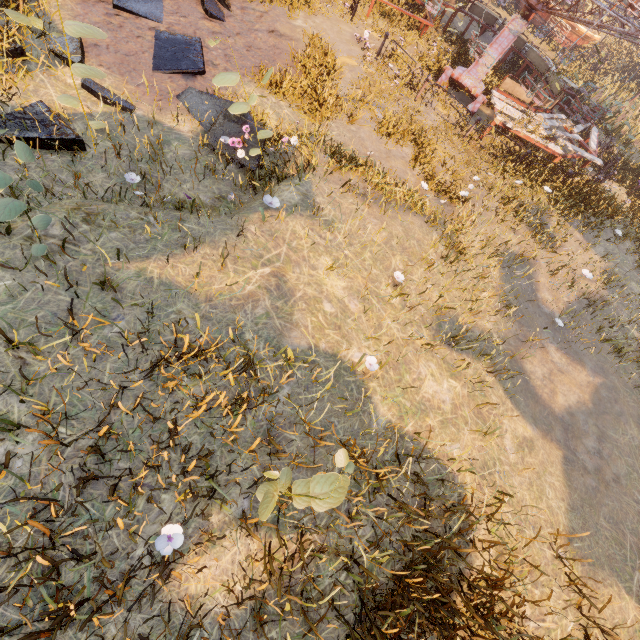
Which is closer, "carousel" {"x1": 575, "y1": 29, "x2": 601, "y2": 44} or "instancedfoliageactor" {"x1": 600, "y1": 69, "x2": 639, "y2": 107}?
"instancedfoliageactor" {"x1": 600, "y1": 69, "x2": 639, "y2": 107}

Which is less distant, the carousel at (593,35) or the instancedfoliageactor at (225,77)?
the instancedfoliageactor at (225,77)

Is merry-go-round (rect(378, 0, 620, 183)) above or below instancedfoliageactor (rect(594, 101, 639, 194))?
above

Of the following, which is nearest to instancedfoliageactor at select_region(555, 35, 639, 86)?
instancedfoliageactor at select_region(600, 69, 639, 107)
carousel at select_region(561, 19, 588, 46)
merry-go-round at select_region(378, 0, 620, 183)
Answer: carousel at select_region(561, 19, 588, 46)

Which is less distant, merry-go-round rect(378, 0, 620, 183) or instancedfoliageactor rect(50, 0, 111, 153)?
instancedfoliageactor rect(50, 0, 111, 153)

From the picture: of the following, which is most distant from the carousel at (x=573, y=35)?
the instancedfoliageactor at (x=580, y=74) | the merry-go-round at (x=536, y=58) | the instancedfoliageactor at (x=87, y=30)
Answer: the instancedfoliageactor at (x=87, y=30)

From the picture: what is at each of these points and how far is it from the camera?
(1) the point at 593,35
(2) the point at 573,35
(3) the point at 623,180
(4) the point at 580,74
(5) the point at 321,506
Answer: (1) carousel, 24.42m
(2) carousel, 24.56m
(3) instancedfoliageactor, 15.02m
(4) instancedfoliageactor, 22.52m
(5) instancedfoliageactor, 2.23m

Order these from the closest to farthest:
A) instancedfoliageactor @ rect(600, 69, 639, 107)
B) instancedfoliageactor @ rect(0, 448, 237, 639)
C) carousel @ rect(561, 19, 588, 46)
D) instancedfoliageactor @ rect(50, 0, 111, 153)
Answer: instancedfoliageactor @ rect(0, 448, 237, 639) < instancedfoliageactor @ rect(50, 0, 111, 153) < instancedfoliageactor @ rect(600, 69, 639, 107) < carousel @ rect(561, 19, 588, 46)
